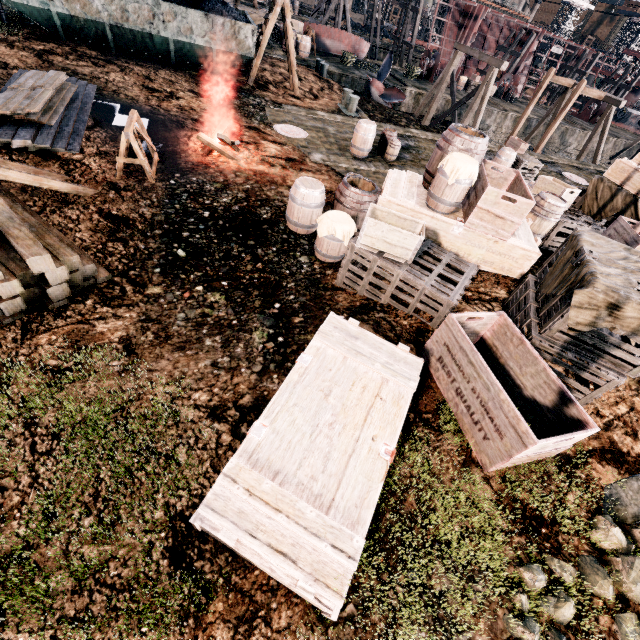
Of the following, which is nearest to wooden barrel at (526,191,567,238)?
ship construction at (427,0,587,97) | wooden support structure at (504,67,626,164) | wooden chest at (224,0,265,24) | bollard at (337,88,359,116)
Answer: bollard at (337,88,359,116)

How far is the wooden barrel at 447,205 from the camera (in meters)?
6.89

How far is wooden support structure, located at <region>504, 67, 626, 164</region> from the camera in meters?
24.2 m

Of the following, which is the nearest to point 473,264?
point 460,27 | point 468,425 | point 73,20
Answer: point 468,425

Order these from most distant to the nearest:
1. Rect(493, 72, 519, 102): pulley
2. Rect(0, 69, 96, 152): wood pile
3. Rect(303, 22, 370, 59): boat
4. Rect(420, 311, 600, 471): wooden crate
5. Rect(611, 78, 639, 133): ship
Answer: Rect(611, 78, 639, 133): ship < Rect(493, 72, 519, 102): pulley < Rect(303, 22, 370, 59): boat < Rect(0, 69, 96, 152): wood pile < Rect(420, 311, 600, 471): wooden crate

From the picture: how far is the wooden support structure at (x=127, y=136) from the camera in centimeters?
795cm

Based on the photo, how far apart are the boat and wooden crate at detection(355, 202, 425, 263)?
33.5m

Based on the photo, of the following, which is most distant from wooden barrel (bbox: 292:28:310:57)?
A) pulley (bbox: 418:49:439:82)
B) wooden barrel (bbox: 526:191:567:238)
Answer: wooden barrel (bbox: 526:191:567:238)
